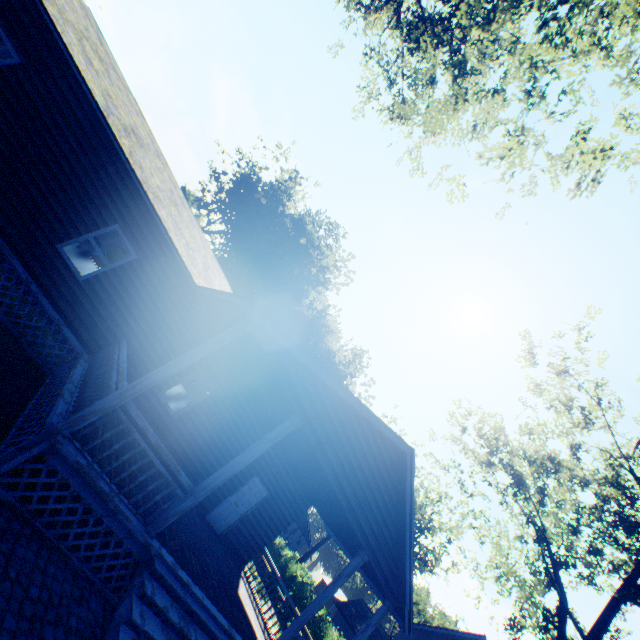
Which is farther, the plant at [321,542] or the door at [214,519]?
the plant at [321,542]

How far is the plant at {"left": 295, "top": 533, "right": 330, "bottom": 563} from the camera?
45.7m

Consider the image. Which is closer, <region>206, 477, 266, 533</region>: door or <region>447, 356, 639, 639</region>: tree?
<region>206, 477, 266, 533</region>: door

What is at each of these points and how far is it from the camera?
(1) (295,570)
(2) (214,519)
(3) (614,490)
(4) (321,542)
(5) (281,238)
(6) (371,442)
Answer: (1) hedge, 23.33m
(2) door, 11.81m
(3) tree, 16.72m
(4) plant, 47.03m
(5) plant, 40.12m
(6) house, 8.45m

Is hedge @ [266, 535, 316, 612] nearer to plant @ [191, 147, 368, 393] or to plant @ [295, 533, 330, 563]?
plant @ [191, 147, 368, 393]

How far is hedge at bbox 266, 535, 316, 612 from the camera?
21.7m

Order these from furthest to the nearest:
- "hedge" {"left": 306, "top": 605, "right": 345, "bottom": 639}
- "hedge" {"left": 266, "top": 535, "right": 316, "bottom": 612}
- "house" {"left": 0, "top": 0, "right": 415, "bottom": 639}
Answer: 1. "hedge" {"left": 266, "top": 535, "right": 316, "bottom": 612}
2. "hedge" {"left": 306, "top": 605, "right": 345, "bottom": 639}
3. "house" {"left": 0, "top": 0, "right": 415, "bottom": 639}

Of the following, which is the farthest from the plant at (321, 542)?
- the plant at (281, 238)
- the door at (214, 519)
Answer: the door at (214, 519)
